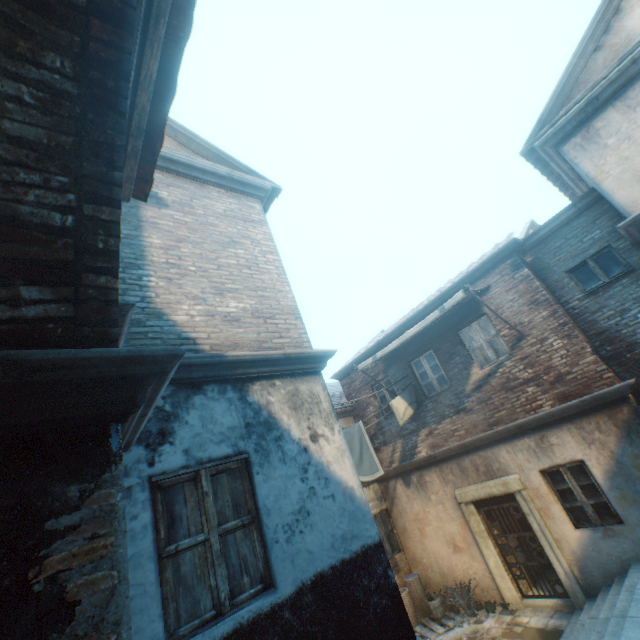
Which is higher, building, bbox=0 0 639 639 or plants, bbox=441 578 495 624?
building, bbox=0 0 639 639

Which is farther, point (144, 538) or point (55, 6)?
point (144, 538)

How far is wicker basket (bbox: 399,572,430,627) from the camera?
8.9m

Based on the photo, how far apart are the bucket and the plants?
0.1m

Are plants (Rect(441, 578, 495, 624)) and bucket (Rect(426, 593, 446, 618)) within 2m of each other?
yes

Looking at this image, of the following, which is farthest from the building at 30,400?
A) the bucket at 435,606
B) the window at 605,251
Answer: the bucket at 435,606

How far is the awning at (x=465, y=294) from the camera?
7.9 meters

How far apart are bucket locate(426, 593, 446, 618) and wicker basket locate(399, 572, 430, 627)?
0.14m
